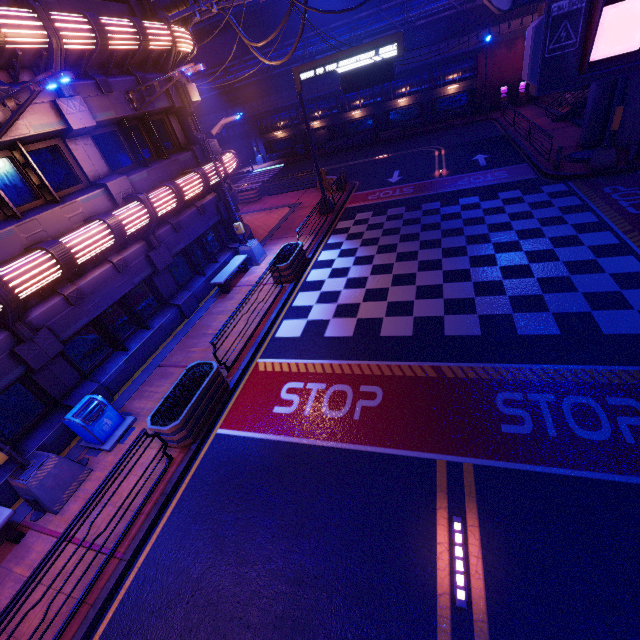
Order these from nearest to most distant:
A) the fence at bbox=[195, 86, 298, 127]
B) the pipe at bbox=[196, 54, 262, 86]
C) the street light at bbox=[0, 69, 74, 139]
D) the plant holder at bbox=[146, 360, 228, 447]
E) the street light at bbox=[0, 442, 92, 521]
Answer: the street light at bbox=[0, 69, 74, 139] → the street light at bbox=[0, 442, 92, 521] → the plant holder at bbox=[146, 360, 228, 447] → the pipe at bbox=[196, 54, 262, 86] → the fence at bbox=[195, 86, 298, 127]

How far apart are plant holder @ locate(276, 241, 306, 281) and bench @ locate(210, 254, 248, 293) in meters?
1.8 m

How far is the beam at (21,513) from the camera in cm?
739

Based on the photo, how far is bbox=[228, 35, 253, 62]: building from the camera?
38.34m

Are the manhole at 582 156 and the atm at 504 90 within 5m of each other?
no

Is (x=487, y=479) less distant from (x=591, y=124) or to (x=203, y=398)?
(x=203, y=398)

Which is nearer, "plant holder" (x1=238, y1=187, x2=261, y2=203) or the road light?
the road light

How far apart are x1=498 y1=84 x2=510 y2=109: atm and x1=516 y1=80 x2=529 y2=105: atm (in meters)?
0.46
